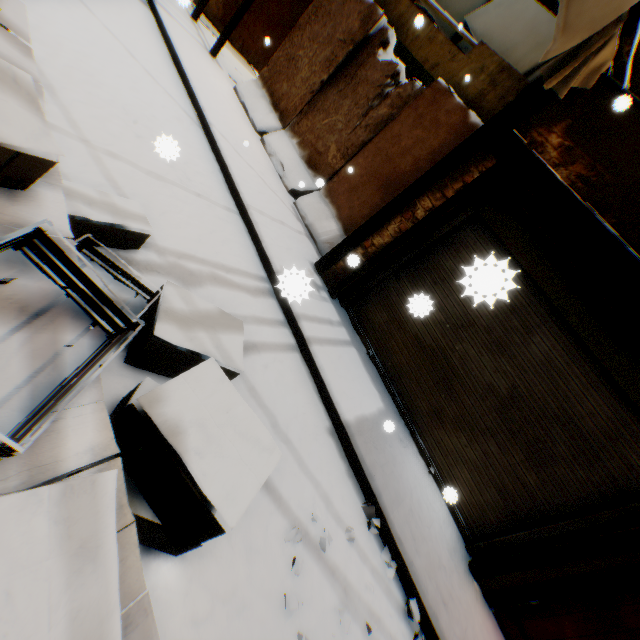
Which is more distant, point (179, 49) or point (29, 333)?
point (179, 49)

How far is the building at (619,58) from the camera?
3.6m

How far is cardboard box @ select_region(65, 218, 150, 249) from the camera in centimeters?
234cm

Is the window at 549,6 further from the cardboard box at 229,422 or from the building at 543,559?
the cardboard box at 229,422

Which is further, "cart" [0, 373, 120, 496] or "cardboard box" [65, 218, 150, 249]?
"cardboard box" [65, 218, 150, 249]

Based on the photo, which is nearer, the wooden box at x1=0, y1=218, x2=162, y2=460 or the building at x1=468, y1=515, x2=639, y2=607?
the wooden box at x1=0, y1=218, x2=162, y2=460

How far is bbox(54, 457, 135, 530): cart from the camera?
1.24m
